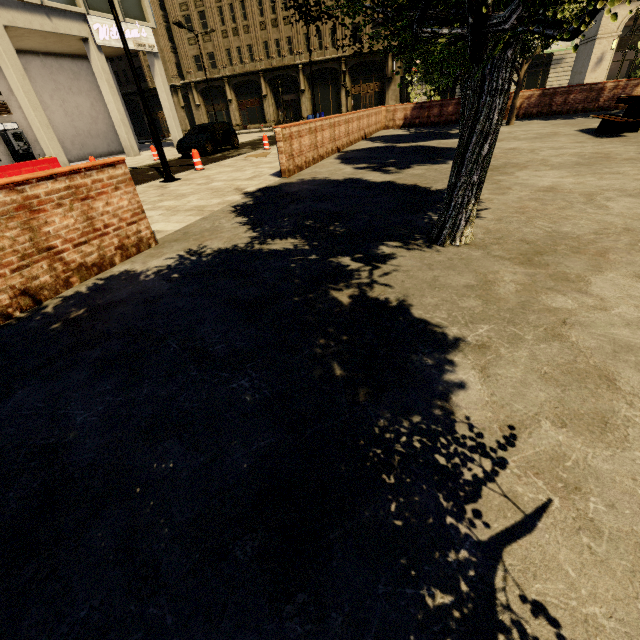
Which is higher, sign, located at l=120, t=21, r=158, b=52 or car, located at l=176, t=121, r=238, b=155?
sign, located at l=120, t=21, r=158, b=52

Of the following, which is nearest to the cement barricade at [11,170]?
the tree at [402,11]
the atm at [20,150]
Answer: the atm at [20,150]

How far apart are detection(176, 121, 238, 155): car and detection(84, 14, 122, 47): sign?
7.3 meters

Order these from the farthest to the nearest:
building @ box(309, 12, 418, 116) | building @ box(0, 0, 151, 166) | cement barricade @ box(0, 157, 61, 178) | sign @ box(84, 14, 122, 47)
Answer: building @ box(309, 12, 418, 116), sign @ box(84, 14, 122, 47), building @ box(0, 0, 151, 166), cement barricade @ box(0, 157, 61, 178)

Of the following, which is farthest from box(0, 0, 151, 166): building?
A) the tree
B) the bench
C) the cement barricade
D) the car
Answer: the bench

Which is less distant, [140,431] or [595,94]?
[140,431]

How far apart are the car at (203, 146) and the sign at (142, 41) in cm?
728
